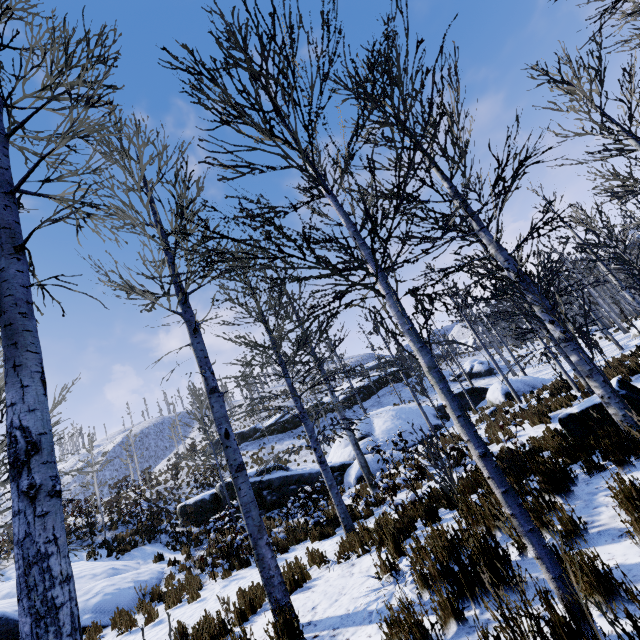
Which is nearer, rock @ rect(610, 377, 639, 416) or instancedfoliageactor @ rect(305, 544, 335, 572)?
rock @ rect(610, 377, 639, 416)

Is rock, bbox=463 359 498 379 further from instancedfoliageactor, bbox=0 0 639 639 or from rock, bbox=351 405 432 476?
instancedfoliageactor, bbox=0 0 639 639

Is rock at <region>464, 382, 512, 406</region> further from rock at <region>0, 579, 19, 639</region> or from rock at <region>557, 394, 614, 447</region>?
rock at <region>557, 394, 614, 447</region>

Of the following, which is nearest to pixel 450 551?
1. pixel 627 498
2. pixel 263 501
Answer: pixel 627 498

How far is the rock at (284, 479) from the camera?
15.59m

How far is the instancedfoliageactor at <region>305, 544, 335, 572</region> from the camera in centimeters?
593cm

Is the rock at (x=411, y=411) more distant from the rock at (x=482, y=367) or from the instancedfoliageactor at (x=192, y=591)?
the rock at (x=482, y=367)

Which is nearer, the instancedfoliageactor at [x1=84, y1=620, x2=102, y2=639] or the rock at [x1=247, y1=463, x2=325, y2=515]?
the instancedfoliageactor at [x1=84, y1=620, x2=102, y2=639]
